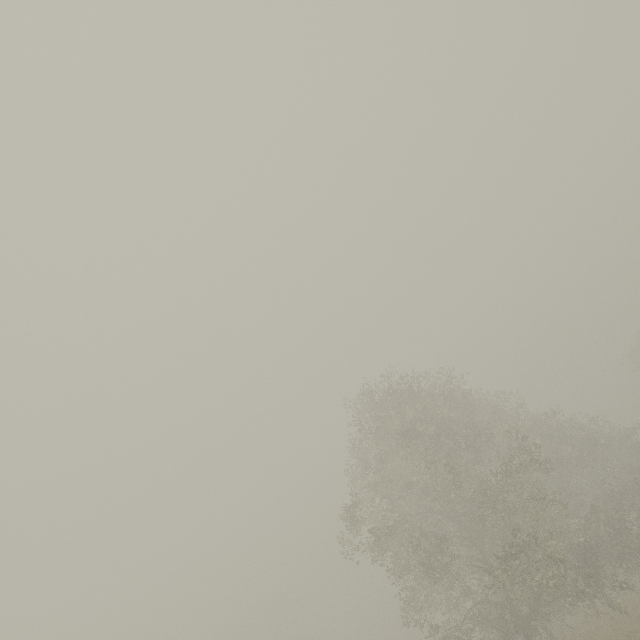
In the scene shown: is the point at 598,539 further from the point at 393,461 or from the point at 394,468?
the point at 393,461
